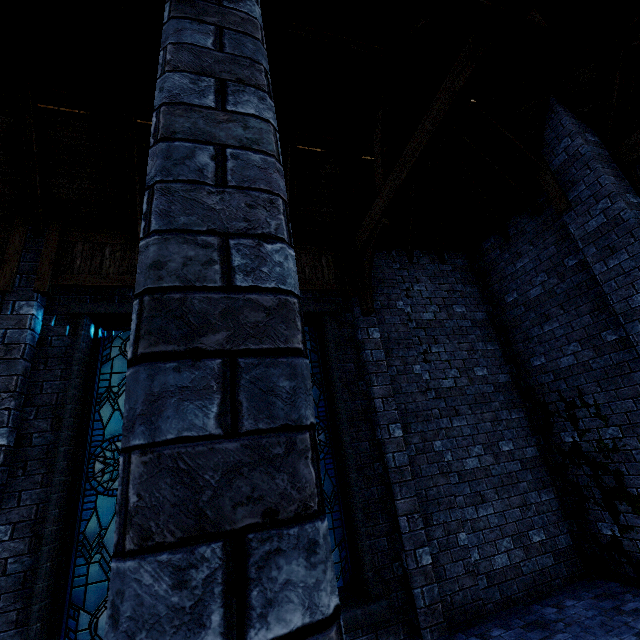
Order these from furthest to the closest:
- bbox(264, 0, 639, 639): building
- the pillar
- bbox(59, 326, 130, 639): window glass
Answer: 1. bbox(264, 0, 639, 639): building
2. bbox(59, 326, 130, 639): window glass
3. the pillar

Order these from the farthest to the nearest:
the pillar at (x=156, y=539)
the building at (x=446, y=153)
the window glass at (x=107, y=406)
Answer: the building at (x=446, y=153) → the window glass at (x=107, y=406) → the pillar at (x=156, y=539)

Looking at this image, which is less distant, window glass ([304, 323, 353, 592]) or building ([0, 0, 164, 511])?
building ([0, 0, 164, 511])

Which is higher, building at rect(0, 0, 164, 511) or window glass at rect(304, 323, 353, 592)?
building at rect(0, 0, 164, 511)

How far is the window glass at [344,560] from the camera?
5.2 meters

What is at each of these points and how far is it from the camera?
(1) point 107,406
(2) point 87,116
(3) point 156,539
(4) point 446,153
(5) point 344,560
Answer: (1) window glass, 5.2m
(2) building, 5.7m
(3) pillar, 0.7m
(4) building, 7.7m
(5) window glass, 5.3m

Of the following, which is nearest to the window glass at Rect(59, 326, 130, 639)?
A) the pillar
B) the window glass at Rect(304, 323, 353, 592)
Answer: the window glass at Rect(304, 323, 353, 592)

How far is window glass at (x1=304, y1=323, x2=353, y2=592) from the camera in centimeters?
522cm
